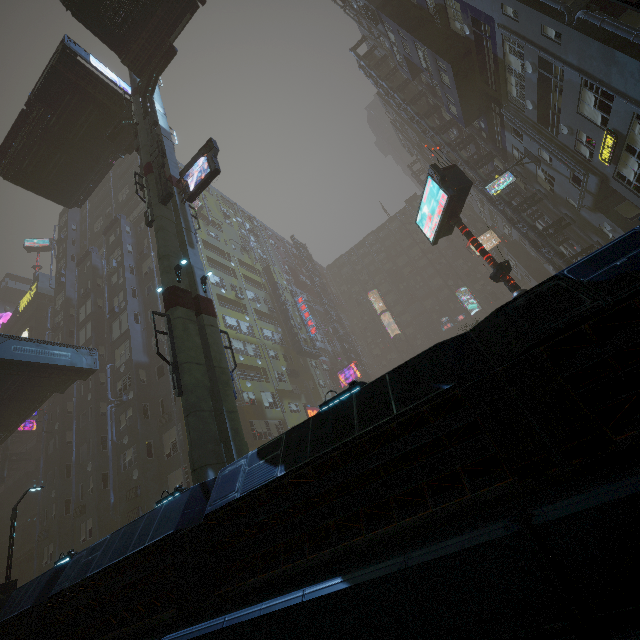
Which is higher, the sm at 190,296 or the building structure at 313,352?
the building structure at 313,352

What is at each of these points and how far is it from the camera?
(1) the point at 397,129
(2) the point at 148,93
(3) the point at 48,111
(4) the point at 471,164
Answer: (1) building, 53.6m
(2) building structure, 20.8m
(3) bridge, 21.9m
(4) building structure, 29.0m

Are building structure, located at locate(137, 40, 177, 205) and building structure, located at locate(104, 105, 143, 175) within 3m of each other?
yes

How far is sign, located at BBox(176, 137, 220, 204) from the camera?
16.5m

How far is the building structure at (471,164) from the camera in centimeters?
2434cm

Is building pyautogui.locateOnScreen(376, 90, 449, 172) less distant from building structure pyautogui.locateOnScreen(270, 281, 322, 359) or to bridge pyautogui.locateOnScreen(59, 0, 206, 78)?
building structure pyautogui.locateOnScreen(270, 281, 322, 359)

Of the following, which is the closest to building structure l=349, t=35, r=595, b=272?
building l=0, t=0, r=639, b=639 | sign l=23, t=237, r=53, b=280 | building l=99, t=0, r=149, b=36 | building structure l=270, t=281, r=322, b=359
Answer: building l=0, t=0, r=639, b=639

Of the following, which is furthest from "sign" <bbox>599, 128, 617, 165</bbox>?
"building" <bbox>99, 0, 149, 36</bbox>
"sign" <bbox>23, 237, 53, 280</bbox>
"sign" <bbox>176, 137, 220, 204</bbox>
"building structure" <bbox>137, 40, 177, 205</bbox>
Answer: "sign" <bbox>23, 237, 53, 280</bbox>
